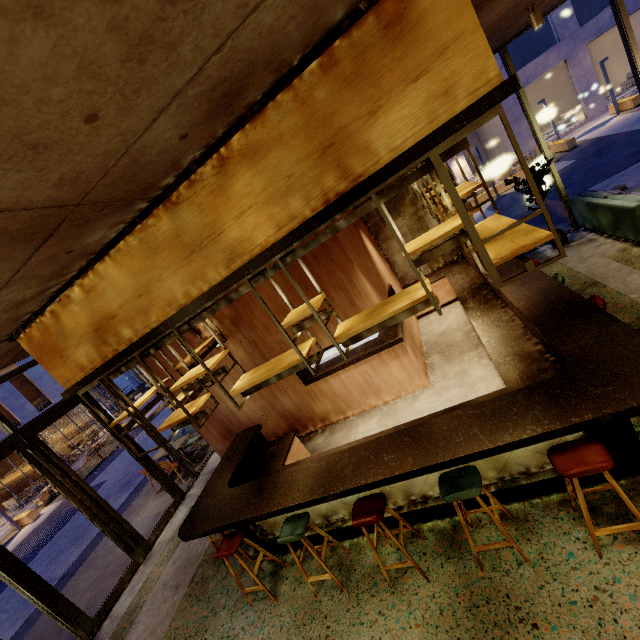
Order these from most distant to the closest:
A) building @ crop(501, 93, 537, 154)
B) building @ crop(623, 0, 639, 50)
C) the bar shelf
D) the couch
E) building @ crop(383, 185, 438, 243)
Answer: building @ crop(501, 93, 537, 154) → building @ crop(623, 0, 639, 50) → building @ crop(383, 185, 438, 243) → the couch → the bar shelf

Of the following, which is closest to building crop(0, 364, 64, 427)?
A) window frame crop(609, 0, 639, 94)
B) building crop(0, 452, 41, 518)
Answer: building crop(0, 452, 41, 518)

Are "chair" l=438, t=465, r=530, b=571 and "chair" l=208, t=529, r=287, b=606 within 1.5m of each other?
no

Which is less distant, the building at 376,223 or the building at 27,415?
the building at 376,223

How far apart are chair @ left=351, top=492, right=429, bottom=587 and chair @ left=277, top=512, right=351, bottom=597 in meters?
0.6 m

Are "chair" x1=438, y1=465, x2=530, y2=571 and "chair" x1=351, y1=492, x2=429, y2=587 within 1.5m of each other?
yes

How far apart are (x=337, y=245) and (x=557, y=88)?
32.83m

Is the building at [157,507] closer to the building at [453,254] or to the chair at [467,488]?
the building at [453,254]
